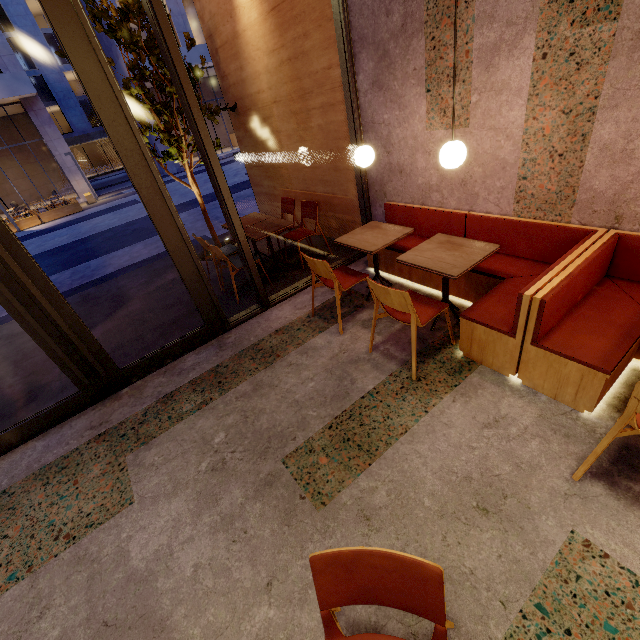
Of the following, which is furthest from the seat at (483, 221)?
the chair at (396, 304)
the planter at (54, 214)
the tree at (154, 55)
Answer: the planter at (54, 214)

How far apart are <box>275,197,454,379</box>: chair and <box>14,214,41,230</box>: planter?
21.0m

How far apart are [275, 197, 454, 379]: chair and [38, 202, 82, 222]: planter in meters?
20.7 m

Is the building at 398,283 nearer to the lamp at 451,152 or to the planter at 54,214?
the lamp at 451,152

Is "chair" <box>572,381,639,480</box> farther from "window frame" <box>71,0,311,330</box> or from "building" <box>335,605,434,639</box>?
"window frame" <box>71,0,311,330</box>

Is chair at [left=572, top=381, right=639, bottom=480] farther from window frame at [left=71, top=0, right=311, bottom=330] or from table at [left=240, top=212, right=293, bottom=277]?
table at [left=240, top=212, right=293, bottom=277]

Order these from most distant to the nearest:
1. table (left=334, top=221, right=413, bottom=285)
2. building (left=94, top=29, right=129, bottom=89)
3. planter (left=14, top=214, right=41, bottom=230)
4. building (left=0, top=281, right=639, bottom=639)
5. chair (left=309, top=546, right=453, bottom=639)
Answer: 1. building (left=94, top=29, right=129, bottom=89)
2. planter (left=14, top=214, right=41, bottom=230)
3. table (left=334, top=221, right=413, bottom=285)
4. building (left=0, top=281, right=639, bottom=639)
5. chair (left=309, top=546, right=453, bottom=639)

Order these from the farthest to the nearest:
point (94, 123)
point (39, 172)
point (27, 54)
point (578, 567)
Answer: point (94, 123)
point (27, 54)
point (39, 172)
point (578, 567)
